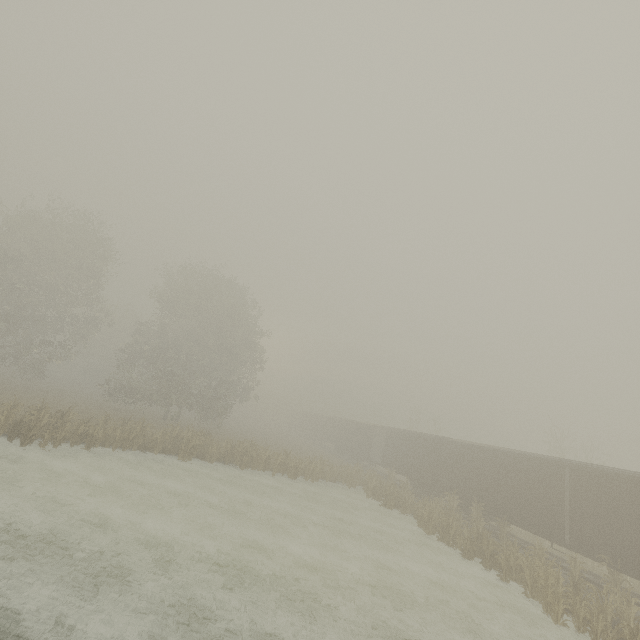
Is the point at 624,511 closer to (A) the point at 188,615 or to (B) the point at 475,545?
(B) the point at 475,545

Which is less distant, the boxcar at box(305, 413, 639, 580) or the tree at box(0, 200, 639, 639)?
the boxcar at box(305, 413, 639, 580)

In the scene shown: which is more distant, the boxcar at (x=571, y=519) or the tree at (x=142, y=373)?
the tree at (x=142, y=373)
